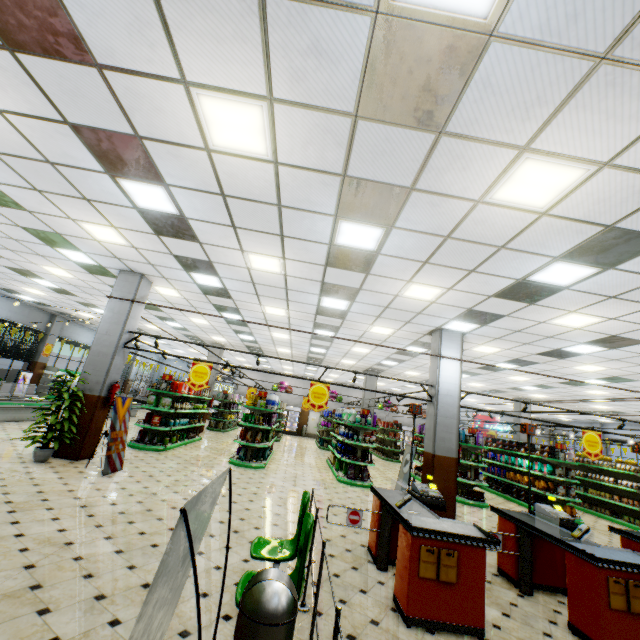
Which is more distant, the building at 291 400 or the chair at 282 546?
the building at 291 400

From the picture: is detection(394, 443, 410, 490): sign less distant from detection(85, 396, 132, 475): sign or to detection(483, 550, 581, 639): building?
detection(483, 550, 581, 639): building

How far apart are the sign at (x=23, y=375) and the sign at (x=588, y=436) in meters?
24.1

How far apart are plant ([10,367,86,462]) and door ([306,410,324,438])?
21.69m

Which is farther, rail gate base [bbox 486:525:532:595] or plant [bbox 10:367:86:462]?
plant [bbox 10:367:86:462]

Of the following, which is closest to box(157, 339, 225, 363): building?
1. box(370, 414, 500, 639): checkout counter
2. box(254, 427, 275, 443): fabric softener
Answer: box(370, 414, 500, 639): checkout counter

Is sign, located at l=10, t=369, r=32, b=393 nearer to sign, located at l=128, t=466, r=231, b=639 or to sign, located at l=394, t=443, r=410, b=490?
sign, located at l=394, t=443, r=410, b=490

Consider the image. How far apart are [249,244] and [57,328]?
19.01m
